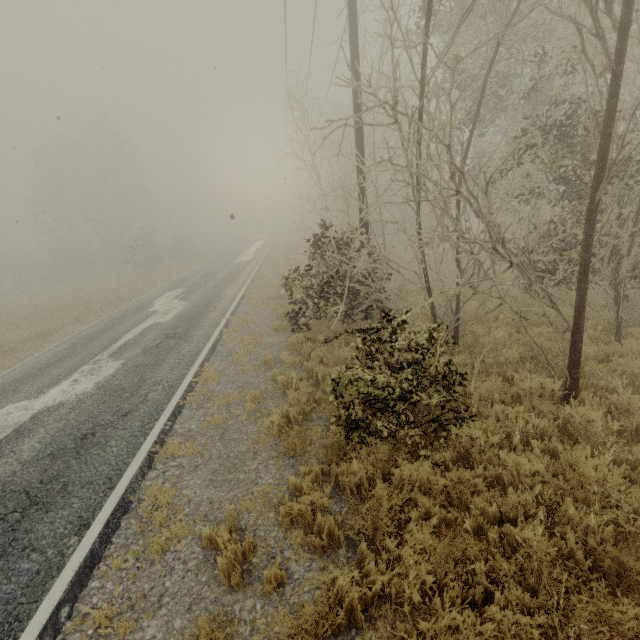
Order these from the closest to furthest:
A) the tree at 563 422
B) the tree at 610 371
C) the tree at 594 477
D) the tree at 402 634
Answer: the tree at 402 634, the tree at 594 477, the tree at 563 422, the tree at 610 371

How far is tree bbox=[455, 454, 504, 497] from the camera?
3.92m

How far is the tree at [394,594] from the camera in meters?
3.0

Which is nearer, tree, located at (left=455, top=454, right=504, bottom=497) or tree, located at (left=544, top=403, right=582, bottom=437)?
tree, located at (left=455, top=454, right=504, bottom=497)

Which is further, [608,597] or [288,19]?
[288,19]
